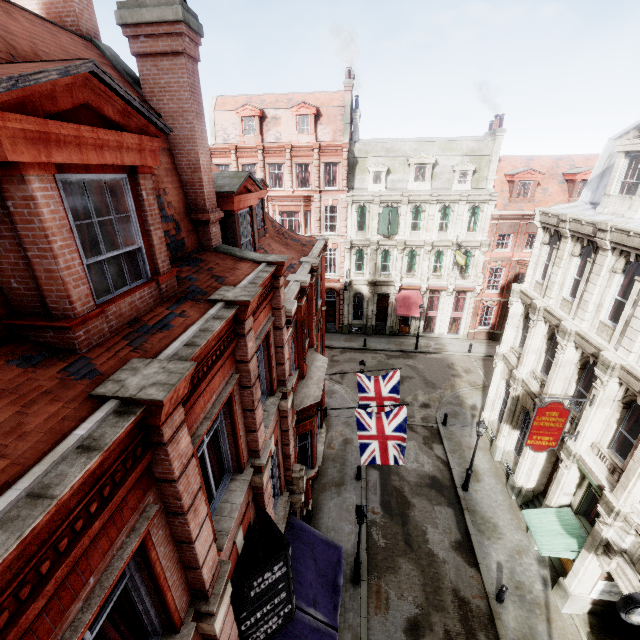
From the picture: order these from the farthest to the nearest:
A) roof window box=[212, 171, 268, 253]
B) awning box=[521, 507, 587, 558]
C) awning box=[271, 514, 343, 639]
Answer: awning box=[521, 507, 587, 558] → awning box=[271, 514, 343, 639] → roof window box=[212, 171, 268, 253]

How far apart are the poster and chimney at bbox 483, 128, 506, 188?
27.5m

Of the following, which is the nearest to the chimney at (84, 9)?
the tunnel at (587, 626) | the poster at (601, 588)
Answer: the poster at (601, 588)

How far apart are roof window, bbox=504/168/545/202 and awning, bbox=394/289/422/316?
10.8 meters

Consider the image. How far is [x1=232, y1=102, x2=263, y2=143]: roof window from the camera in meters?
28.2 m

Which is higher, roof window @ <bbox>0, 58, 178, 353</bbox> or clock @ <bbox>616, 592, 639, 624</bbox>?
roof window @ <bbox>0, 58, 178, 353</bbox>

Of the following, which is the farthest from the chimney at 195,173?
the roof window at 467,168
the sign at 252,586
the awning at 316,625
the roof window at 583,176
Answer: the roof window at 583,176

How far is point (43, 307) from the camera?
3.5 meters
